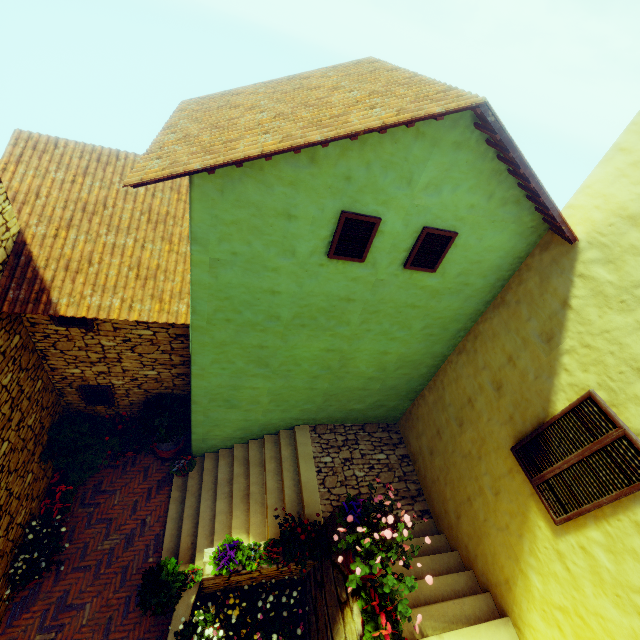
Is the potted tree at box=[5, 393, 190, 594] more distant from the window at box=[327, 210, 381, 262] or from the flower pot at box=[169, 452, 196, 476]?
the window at box=[327, 210, 381, 262]

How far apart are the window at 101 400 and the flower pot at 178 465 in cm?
204

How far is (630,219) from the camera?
4.0 meters

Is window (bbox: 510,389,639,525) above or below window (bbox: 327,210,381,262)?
below

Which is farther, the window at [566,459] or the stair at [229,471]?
the stair at [229,471]

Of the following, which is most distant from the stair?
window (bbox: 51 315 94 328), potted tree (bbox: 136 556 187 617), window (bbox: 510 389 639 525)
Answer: window (bbox: 51 315 94 328)

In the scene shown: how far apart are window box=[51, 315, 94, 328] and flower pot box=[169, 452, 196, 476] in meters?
3.9

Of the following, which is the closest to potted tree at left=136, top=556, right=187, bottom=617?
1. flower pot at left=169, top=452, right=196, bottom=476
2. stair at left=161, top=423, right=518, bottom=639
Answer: stair at left=161, top=423, right=518, bottom=639
